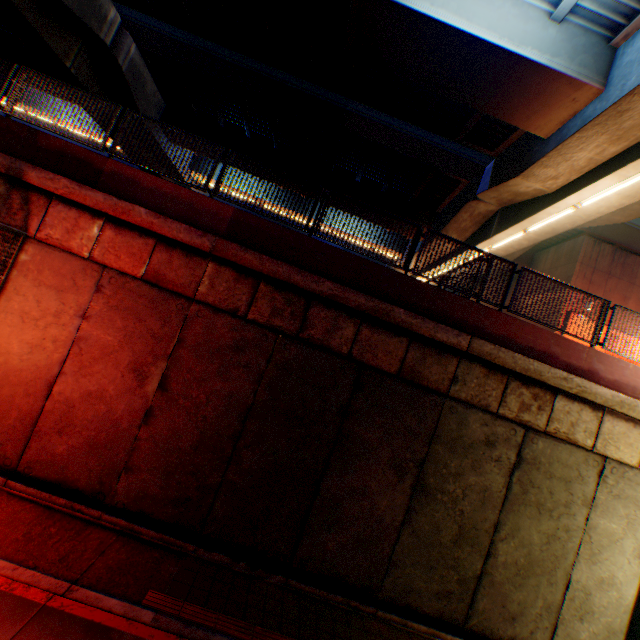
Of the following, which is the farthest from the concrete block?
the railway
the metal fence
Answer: the railway

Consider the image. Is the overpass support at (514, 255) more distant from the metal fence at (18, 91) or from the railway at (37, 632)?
the railway at (37, 632)

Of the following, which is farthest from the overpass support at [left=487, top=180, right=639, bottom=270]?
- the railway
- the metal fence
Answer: the railway

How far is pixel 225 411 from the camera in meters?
6.9 m

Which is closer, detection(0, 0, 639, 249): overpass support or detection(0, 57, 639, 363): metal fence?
detection(0, 57, 639, 363): metal fence

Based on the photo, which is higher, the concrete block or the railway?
the concrete block

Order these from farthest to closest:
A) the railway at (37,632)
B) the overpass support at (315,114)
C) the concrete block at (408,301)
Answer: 1. the overpass support at (315,114)
2. the concrete block at (408,301)
3. the railway at (37,632)

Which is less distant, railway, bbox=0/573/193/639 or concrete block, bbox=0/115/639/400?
railway, bbox=0/573/193/639
